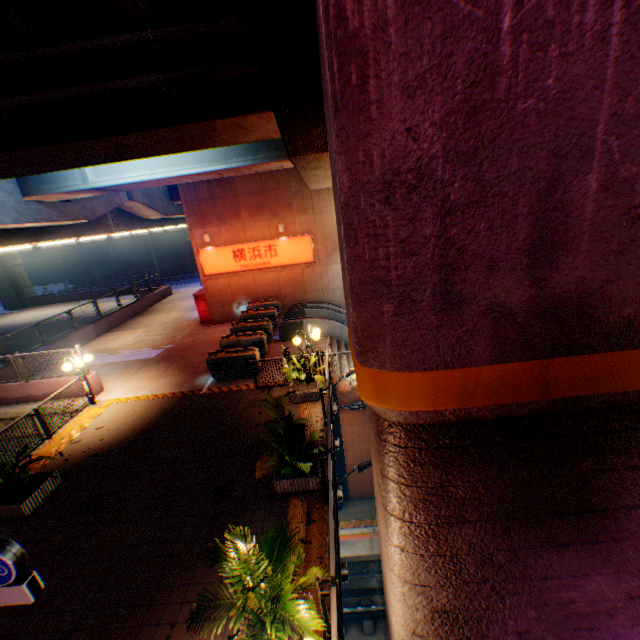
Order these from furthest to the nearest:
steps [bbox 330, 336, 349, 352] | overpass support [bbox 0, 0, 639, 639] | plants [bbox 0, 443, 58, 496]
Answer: steps [bbox 330, 336, 349, 352], plants [bbox 0, 443, 58, 496], overpass support [bbox 0, 0, 639, 639]

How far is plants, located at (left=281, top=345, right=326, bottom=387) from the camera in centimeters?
1042cm

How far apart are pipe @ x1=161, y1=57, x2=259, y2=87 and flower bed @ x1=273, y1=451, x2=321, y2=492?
7.6 meters

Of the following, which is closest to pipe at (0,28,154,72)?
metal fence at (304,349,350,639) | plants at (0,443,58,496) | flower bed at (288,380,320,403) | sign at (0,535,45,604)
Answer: metal fence at (304,349,350,639)

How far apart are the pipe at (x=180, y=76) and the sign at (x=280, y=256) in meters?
13.4 m

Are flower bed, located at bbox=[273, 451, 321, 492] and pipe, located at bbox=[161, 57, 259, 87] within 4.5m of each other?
Answer: no

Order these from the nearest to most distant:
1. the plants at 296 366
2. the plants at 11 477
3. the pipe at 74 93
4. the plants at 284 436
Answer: the pipe at 74 93, the plants at 284 436, the plants at 11 477, the plants at 296 366

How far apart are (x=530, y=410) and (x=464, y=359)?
0.71m
